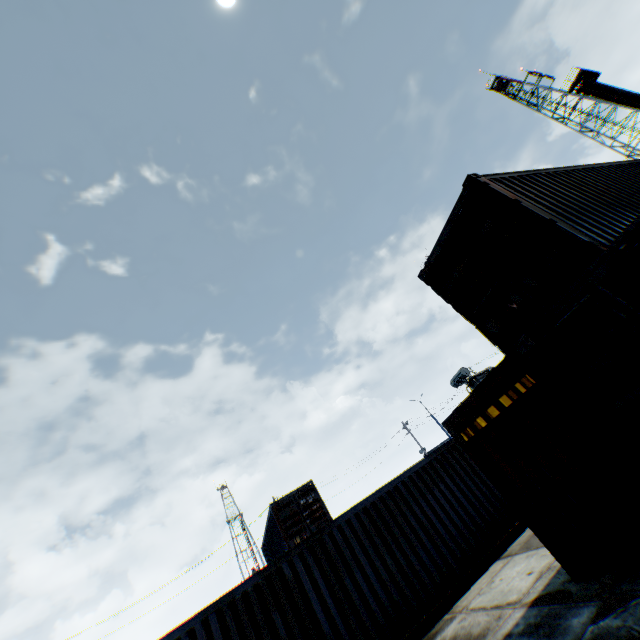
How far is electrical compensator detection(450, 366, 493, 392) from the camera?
24.8 meters

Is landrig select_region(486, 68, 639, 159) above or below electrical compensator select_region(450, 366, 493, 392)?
above

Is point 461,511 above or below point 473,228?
below

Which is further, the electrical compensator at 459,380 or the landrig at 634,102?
the landrig at 634,102

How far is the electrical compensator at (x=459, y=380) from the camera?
24.78m

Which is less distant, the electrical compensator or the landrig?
the electrical compensator
